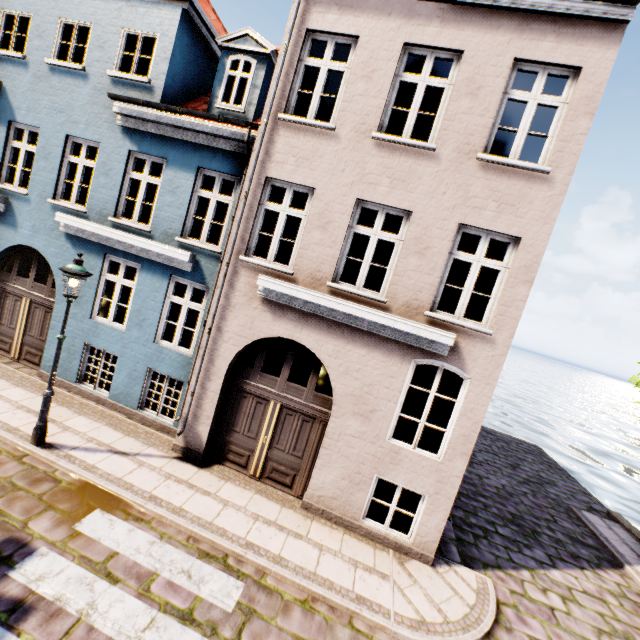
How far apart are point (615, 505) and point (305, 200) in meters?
25.9

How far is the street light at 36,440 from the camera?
5.9m

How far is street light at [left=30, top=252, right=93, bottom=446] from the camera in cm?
589
